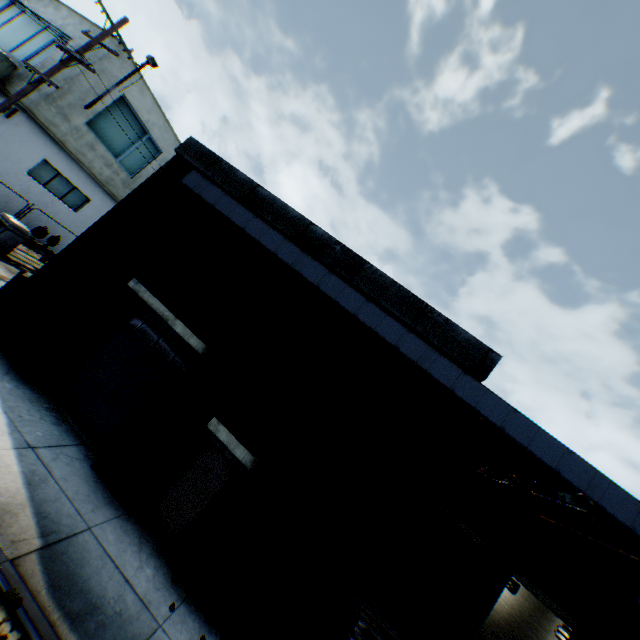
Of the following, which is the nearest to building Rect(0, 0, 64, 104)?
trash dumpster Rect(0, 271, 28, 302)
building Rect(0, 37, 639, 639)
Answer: trash dumpster Rect(0, 271, 28, 302)

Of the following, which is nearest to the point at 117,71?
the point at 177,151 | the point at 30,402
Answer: the point at 177,151

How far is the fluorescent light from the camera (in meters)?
5.02

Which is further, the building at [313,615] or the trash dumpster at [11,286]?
the trash dumpster at [11,286]

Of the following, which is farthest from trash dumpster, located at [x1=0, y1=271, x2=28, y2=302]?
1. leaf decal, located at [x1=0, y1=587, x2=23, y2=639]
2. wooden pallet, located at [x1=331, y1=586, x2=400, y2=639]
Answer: wooden pallet, located at [x1=331, y1=586, x2=400, y2=639]

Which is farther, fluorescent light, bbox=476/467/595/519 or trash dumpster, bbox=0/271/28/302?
trash dumpster, bbox=0/271/28/302

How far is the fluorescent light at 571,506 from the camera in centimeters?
502cm

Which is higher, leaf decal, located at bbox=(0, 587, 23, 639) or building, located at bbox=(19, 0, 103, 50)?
building, located at bbox=(19, 0, 103, 50)
